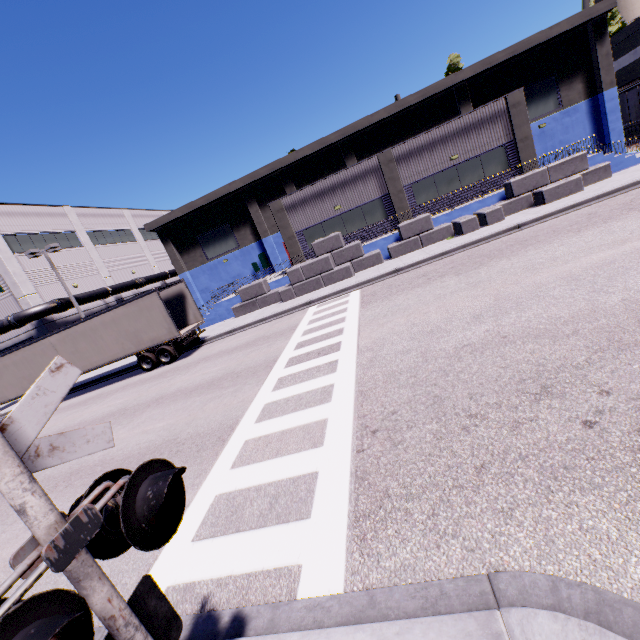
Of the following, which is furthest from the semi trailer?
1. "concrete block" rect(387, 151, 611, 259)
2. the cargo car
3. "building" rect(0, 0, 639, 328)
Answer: the cargo car

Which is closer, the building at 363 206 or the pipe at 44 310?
the building at 363 206

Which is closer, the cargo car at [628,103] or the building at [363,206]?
the building at [363,206]

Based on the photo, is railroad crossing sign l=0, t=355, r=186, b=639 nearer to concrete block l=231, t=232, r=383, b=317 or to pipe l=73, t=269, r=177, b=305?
concrete block l=231, t=232, r=383, b=317

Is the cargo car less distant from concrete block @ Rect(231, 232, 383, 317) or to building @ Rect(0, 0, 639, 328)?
building @ Rect(0, 0, 639, 328)

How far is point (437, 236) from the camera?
19.6 meters

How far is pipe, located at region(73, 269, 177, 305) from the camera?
28.43m

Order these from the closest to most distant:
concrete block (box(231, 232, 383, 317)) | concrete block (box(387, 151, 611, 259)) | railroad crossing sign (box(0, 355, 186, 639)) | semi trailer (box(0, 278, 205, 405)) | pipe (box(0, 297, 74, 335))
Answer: railroad crossing sign (box(0, 355, 186, 639))
semi trailer (box(0, 278, 205, 405))
concrete block (box(387, 151, 611, 259))
concrete block (box(231, 232, 383, 317))
pipe (box(0, 297, 74, 335))
